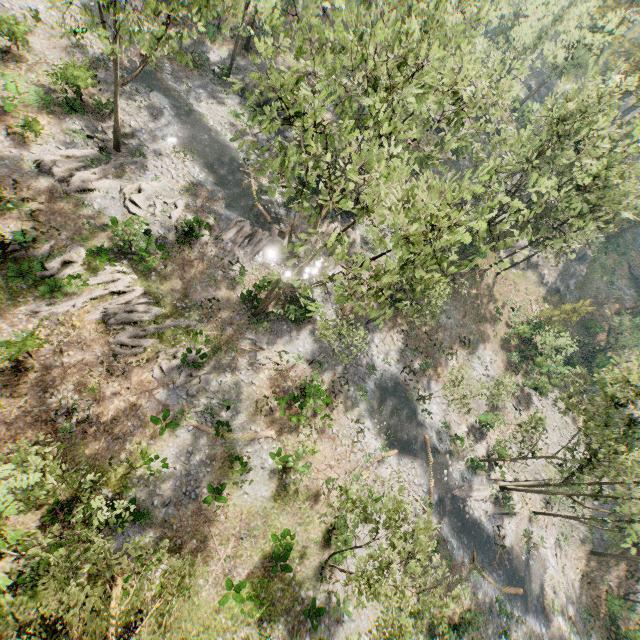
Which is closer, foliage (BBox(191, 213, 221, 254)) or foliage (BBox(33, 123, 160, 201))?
foliage (BBox(33, 123, 160, 201))

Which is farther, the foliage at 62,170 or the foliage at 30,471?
the foliage at 62,170

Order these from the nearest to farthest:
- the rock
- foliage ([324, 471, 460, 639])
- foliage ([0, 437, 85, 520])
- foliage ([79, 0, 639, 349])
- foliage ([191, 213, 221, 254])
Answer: foliage ([0, 437, 85, 520]) < foliage ([79, 0, 639, 349]) < foliage ([324, 471, 460, 639]) < foliage ([191, 213, 221, 254]) < the rock

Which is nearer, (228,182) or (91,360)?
(91,360)

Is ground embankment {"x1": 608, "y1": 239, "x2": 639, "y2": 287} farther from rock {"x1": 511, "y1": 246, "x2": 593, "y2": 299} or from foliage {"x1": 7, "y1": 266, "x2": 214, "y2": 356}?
rock {"x1": 511, "y1": 246, "x2": 593, "y2": 299}

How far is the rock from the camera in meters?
47.4 m
